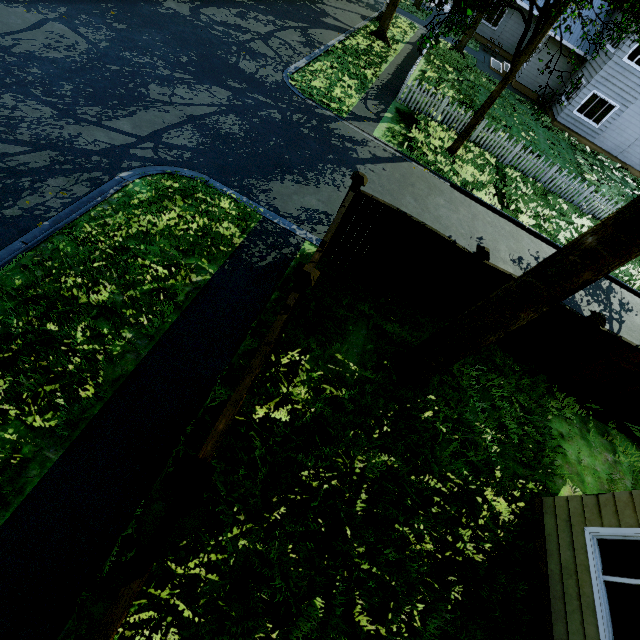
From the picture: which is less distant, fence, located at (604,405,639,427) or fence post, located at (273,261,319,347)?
fence post, located at (273,261,319,347)

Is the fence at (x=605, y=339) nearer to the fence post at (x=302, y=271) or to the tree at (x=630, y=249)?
the fence post at (x=302, y=271)

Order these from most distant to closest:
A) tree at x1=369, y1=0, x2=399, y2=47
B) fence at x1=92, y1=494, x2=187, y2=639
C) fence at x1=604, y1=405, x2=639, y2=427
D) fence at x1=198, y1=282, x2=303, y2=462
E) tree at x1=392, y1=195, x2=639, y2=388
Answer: tree at x1=369, y1=0, x2=399, y2=47 → fence at x1=604, y1=405, x2=639, y2=427 → tree at x1=392, y1=195, x2=639, y2=388 → fence at x1=198, y1=282, x2=303, y2=462 → fence at x1=92, y1=494, x2=187, y2=639

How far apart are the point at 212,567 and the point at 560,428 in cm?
782

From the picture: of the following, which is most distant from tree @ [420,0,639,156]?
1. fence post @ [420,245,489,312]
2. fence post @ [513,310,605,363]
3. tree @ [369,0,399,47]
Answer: A: fence post @ [513,310,605,363]

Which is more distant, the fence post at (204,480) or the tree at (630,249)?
the tree at (630,249)

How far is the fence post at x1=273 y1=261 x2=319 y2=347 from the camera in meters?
4.4

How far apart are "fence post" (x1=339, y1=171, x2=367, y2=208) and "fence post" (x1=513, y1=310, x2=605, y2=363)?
5.4 meters
